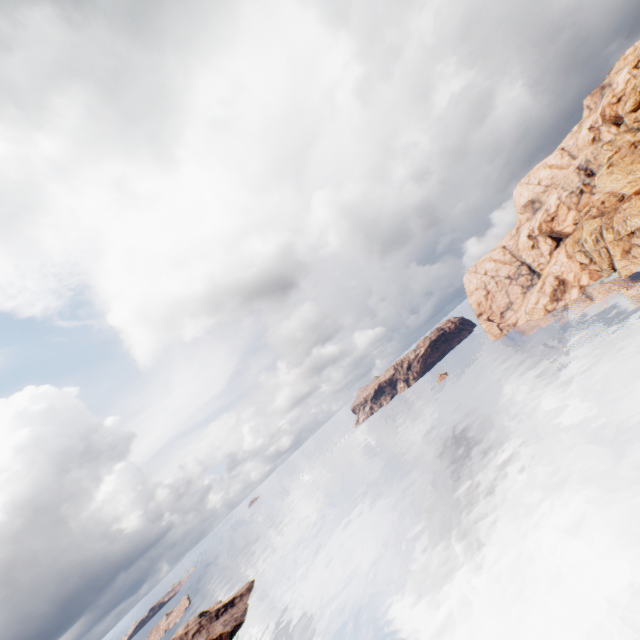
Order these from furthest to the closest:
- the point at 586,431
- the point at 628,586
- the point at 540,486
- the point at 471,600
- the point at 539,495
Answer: the point at 586,431 → the point at 540,486 → the point at 539,495 → the point at 471,600 → the point at 628,586
